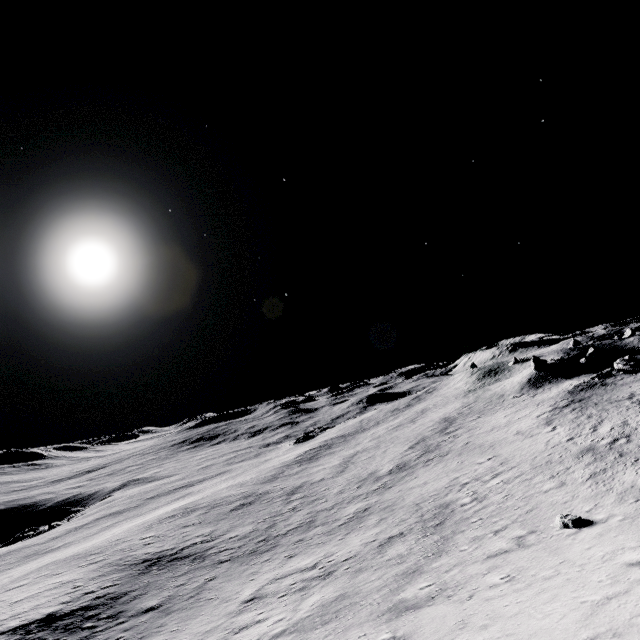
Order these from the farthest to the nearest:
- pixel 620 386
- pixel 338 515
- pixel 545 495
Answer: pixel 620 386
pixel 338 515
pixel 545 495

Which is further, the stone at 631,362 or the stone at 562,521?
the stone at 631,362

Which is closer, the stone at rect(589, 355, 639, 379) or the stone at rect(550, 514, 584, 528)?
the stone at rect(550, 514, 584, 528)

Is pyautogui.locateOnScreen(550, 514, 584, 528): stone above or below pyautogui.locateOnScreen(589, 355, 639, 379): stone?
below

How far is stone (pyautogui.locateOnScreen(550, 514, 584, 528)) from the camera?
17.25m

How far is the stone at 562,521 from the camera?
17.2m
